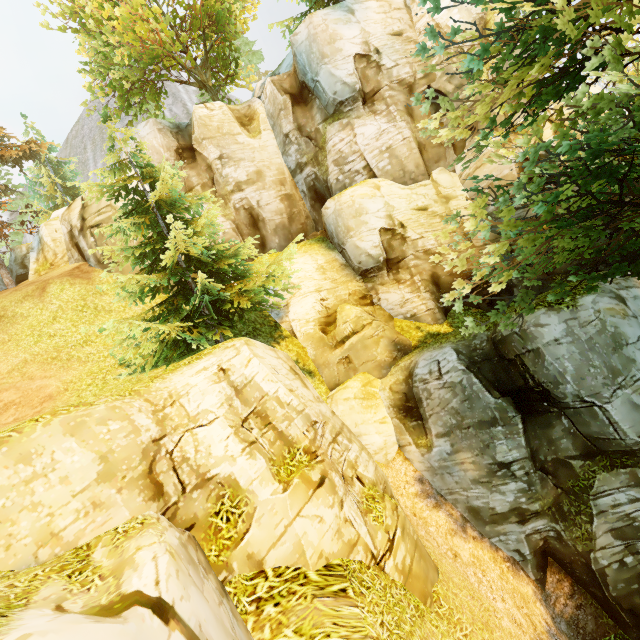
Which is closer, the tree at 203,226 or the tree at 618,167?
the tree at 618,167

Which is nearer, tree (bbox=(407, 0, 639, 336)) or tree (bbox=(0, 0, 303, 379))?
tree (bbox=(407, 0, 639, 336))

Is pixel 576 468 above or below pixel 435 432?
below
